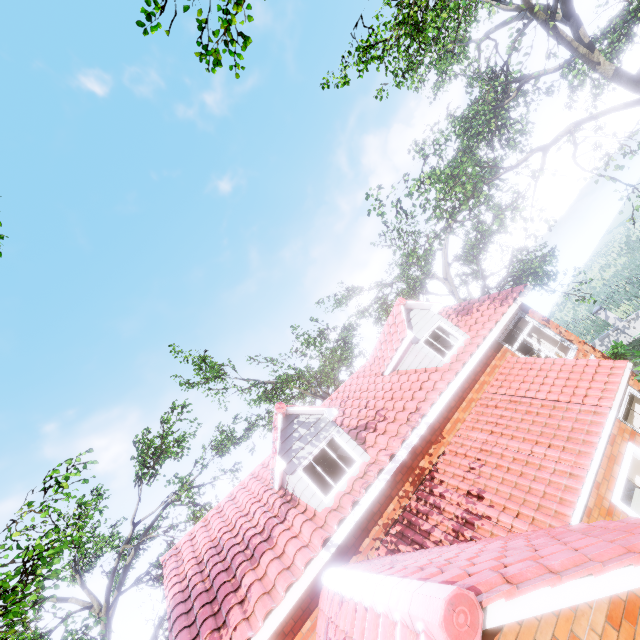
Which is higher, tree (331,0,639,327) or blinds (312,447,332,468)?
tree (331,0,639,327)

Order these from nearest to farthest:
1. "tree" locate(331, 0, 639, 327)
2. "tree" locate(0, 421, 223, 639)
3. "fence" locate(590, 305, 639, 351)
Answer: "tree" locate(0, 421, 223, 639) < "tree" locate(331, 0, 639, 327) < "fence" locate(590, 305, 639, 351)

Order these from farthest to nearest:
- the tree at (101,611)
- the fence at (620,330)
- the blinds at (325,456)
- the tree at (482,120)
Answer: the fence at (620,330) → the tree at (482,120) → the blinds at (325,456) → the tree at (101,611)

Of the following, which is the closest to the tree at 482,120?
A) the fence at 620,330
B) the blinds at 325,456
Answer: the fence at 620,330

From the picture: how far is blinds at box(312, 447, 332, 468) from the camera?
8.80m

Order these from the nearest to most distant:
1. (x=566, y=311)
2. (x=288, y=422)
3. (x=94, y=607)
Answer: (x=288, y=422) < (x=94, y=607) < (x=566, y=311)

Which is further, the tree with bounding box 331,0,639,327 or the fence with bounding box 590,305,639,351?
the fence with bounding box 590,305,639,351

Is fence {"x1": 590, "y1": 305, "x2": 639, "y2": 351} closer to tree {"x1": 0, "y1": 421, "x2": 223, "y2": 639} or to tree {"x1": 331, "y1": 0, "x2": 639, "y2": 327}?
tree {"x1": 331, "y1": 0, "x2": 639, "y2": 327}
